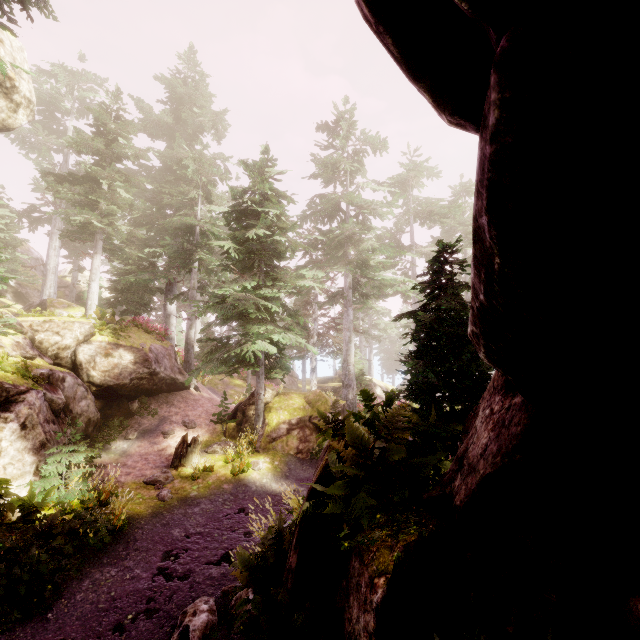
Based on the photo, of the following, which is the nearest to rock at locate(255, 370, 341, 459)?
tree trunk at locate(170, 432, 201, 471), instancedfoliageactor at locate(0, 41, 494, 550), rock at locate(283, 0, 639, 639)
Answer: instancedfoliageactor at locate(0, 41, 494, 550)

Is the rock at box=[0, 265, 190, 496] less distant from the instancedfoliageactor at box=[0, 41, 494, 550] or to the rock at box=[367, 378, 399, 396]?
the instancedfoliageactor at box=[0, 41, 494, 550]

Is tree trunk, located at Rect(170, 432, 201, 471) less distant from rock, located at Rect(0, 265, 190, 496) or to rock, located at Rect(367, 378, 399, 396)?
rock, located at Rect(0, 265, 190, 496)

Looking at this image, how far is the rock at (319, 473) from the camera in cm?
625

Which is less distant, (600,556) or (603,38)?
(603,38)

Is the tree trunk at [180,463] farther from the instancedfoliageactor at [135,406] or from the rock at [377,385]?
the rock at [377,385]

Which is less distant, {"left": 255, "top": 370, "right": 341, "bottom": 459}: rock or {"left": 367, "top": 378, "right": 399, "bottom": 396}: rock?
{"left": 255, "top": 370, "right": 341, "bottom": 459}: rock
